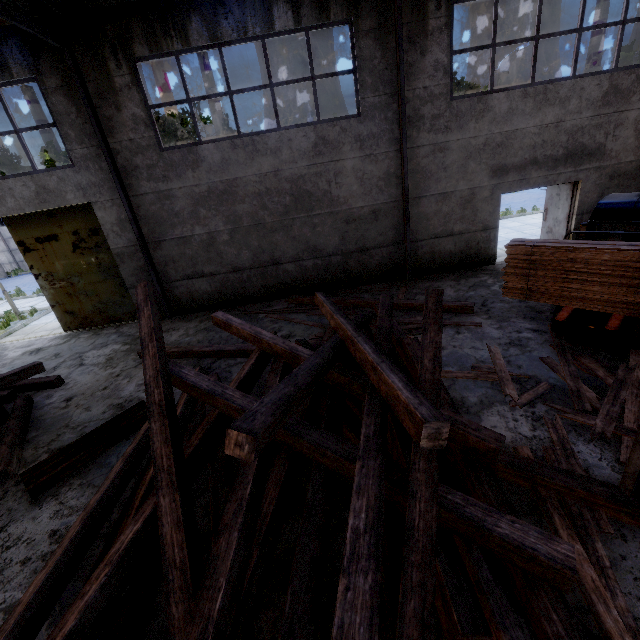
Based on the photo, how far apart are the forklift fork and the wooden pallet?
7.26m

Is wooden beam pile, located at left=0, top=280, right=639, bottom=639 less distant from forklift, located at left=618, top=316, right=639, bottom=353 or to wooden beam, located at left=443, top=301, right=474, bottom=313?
wooden beam, located at left=443, top=301, right=474, bottom=313

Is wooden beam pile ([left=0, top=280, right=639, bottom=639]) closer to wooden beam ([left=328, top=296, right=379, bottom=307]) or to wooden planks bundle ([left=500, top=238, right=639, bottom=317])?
wooden beam ([left=328, top=296, right=379, bottom=307])

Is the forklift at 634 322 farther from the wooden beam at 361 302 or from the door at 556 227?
the door at 556 227

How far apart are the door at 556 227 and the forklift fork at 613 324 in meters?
7.3

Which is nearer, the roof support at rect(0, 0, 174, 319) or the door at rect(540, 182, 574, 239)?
the roof support at rect(0, 0, 174, 319)

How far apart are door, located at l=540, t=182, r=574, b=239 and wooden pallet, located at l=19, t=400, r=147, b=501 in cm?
1269

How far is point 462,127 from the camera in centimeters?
888cm
